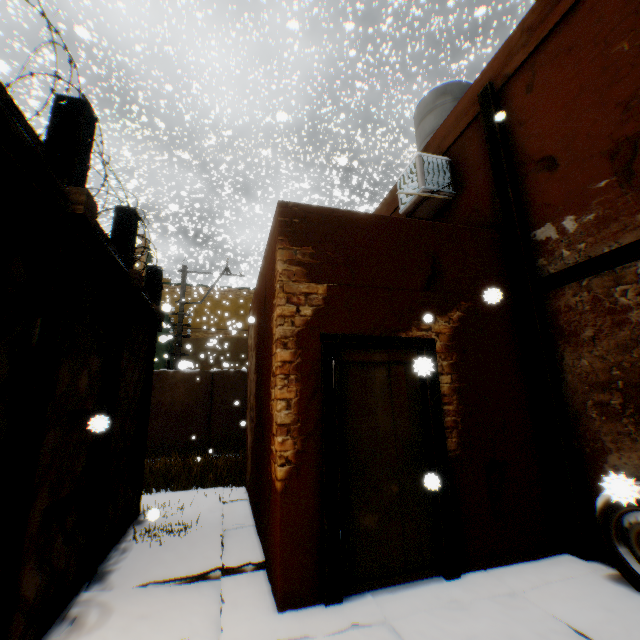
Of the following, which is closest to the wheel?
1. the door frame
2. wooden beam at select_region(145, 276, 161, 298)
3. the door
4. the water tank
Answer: the door

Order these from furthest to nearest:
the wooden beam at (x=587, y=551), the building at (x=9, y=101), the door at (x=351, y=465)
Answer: the wooden beam at (x=587, y=551) < the door at (x=351, y=465) < the building at (x=9, y=101)

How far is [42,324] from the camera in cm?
240

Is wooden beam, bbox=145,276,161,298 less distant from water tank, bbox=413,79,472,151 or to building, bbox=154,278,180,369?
building, bbox=154,278,180,369

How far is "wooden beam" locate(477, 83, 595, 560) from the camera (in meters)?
3.68

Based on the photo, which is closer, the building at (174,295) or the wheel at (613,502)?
the wheel at (613,502)

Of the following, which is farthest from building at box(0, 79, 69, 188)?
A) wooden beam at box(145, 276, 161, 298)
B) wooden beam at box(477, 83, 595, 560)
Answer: wooden beam at box(145, 276, 161, 298)

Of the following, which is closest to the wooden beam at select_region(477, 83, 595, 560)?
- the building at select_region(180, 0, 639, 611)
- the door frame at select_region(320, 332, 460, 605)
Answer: the building at select_region(180, 0, 639, 611)
